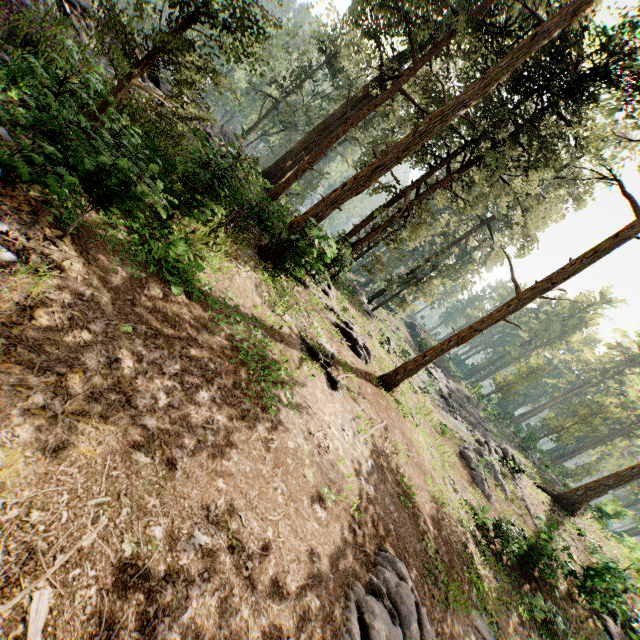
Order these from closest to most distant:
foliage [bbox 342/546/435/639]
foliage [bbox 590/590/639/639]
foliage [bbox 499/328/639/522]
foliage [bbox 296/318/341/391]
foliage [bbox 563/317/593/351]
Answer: foliage [bbox 342/546/435/639], foliage [bbox 296/318/341/391], foliage [bbox 590/590/639/639], foliage [bbox 499/328/639/522], foliage [bbox 563/317/593/351]

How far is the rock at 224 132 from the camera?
7.43m

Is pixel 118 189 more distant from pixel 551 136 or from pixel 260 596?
pixel 551 136

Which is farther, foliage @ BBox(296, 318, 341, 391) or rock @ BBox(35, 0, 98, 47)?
foliage @ BBox(296, 318, 341, 391)

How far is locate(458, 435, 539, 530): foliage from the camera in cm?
1852

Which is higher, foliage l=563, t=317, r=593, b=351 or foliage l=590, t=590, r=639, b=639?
foliage l=563, t=317, r=593, b=351

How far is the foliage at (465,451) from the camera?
18.5m

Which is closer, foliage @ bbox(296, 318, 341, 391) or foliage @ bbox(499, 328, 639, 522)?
foliage @ bbox(296, 318, 341, 391)
